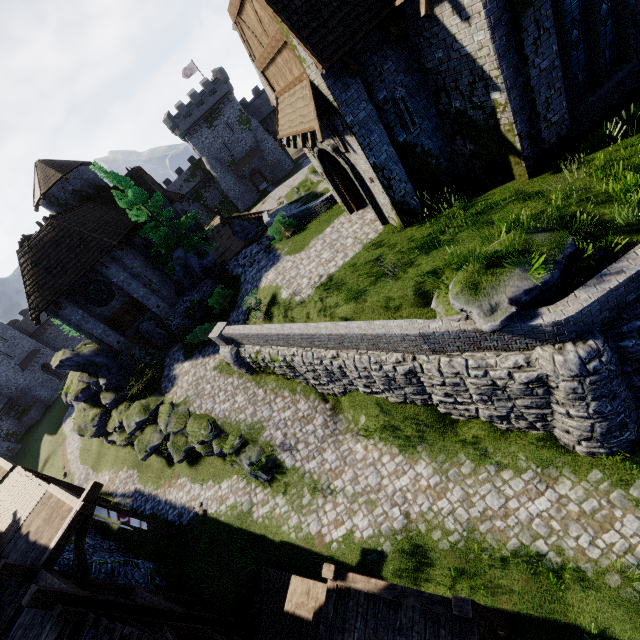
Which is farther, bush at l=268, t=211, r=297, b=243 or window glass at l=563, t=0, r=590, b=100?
bush at l=268, t=211, r=297, b=243

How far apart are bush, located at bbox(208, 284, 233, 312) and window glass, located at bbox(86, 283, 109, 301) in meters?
6.7

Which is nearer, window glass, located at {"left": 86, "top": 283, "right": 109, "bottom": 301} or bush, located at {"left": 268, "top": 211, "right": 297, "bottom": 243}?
bush, located at {"left": 268, "top": 211, "right": 297, "bottom": 243}

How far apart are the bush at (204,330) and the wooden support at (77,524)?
10.3m

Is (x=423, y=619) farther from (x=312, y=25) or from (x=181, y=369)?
(x=181, y=369)

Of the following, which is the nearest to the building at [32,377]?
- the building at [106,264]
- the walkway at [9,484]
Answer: the building at [106,264]

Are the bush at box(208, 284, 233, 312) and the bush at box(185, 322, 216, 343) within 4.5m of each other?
yes

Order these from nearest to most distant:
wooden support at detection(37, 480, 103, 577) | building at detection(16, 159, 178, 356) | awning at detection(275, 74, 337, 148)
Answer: wooden support at detection(37, 480, 103, 577) → awning at detection(275, 74, 337, 148) → building at detection(16, 159, 178, 356)
